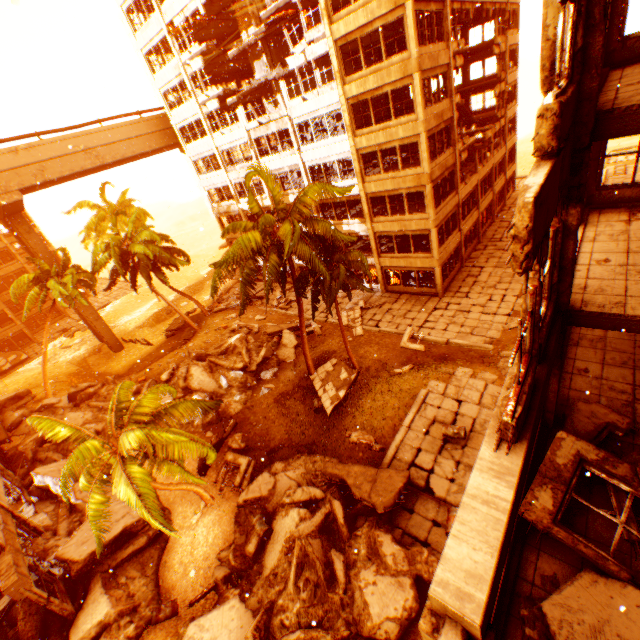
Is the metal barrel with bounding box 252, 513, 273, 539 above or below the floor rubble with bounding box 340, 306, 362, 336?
above

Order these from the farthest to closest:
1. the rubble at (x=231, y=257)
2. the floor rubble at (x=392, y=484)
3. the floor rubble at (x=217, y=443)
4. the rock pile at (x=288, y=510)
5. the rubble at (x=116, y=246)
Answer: the rubble at (x=116, y=246) < the floor rubble at (x=217, y=443) < the rubble at (x=231, y=257) < the floor rubble at (x=392, y=484) < the rock pile at (x=288, y=510)

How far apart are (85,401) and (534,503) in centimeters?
2742cm

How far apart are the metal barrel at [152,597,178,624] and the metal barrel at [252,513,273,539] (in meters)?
3.75

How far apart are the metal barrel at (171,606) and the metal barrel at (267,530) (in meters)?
3.75

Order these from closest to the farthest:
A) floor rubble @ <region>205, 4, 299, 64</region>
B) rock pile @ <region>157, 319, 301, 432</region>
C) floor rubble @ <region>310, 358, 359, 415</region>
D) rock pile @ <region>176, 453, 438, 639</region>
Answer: rock pile @ <region>176, 453, 438, 639</region> < floor rubble @ <region>310, 358, 359, 415</region> < rock pile @ <region>157, 319, 301, 432</region> < floor rubble @ <region>205, 4, 299, 64</region>

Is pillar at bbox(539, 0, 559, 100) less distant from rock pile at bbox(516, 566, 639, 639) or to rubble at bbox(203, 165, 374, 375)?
rubble at bbox(203, 165, 374, 375)

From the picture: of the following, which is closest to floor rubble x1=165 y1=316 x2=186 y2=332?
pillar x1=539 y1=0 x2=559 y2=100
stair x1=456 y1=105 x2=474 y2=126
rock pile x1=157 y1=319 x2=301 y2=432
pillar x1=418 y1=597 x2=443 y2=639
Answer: rock pile x1=157 y1=319 x2=301 y2=432
